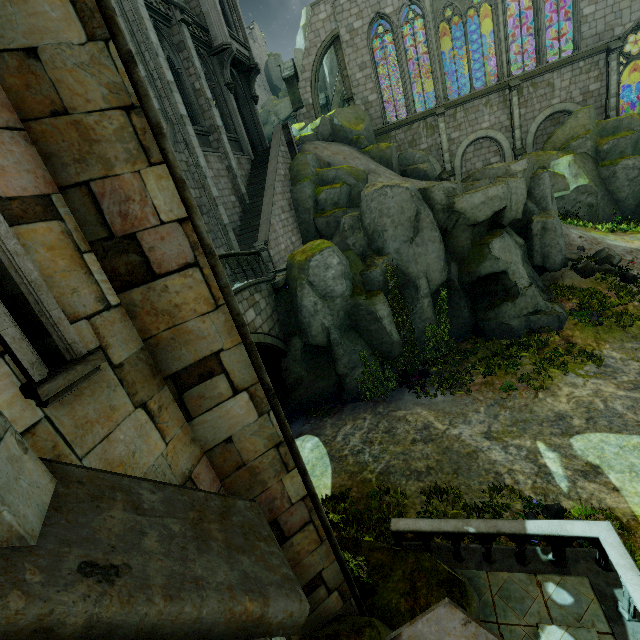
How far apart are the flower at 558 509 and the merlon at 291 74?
28.63m

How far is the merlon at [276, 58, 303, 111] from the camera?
25.0 meters

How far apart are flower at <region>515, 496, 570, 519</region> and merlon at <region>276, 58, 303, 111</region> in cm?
2863

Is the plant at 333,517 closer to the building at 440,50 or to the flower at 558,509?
the building at 440,50

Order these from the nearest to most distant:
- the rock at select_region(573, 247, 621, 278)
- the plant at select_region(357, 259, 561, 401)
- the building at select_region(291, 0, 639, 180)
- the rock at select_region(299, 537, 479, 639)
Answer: the rock at select_region(299, 537, 479, 639), the plant at select_region(357, 259, 561, 401), the rock at select_region(573, 247, 621, 278), the building at select_region(291, 0, 639, 180)

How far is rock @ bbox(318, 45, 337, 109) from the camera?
40.06m

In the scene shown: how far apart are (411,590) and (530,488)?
5.07m

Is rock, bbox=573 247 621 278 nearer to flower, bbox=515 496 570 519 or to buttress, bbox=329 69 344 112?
flower, bbox=515 496 570 519
